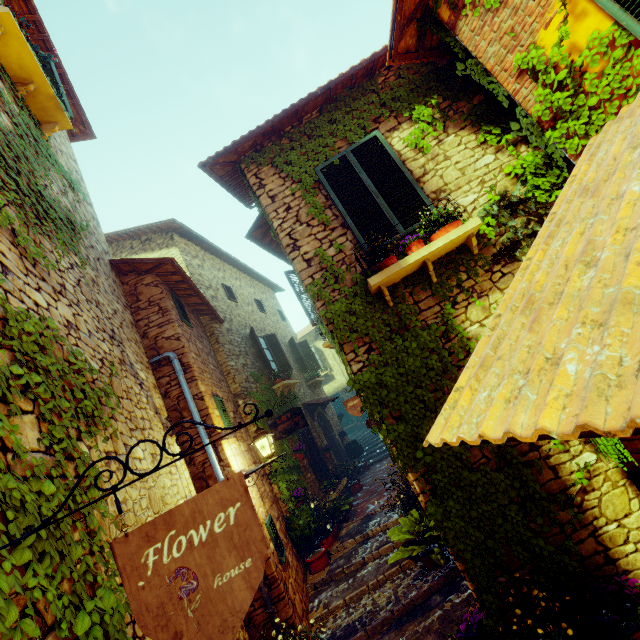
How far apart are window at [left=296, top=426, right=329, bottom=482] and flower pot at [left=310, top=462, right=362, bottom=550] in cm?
2

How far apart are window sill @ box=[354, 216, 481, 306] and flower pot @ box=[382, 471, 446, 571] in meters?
3.8 m

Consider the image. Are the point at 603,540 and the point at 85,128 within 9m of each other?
no

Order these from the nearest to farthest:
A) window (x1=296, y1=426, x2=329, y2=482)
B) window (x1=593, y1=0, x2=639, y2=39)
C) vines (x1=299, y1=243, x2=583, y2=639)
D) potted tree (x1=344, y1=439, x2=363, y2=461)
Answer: window (x1=593, y1=0, x2=639, y2=39) → vines (x1=299, y1=243, x2=583, y2=639) → window (x1=296, y1=426, x2=329, y2=482) → potted tree (x1=344, y1=439, x2=363, y2=461)

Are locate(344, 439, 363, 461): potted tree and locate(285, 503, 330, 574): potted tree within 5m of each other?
no

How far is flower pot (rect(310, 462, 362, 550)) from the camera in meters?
7.6 m

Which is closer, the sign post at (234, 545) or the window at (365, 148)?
the sign post at (234, 545)

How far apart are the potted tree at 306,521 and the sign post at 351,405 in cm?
233
